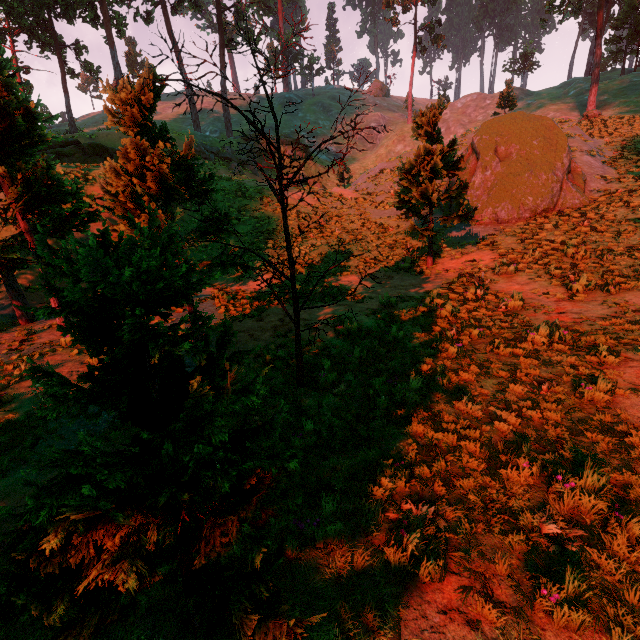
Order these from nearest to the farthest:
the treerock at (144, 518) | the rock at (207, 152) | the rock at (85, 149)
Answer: the treerock at (144, 518), the rock at (85, 149), the rock at (207, 152)

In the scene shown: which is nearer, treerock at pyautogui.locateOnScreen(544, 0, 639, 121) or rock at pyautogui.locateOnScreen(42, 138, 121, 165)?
rock at pyautogui.locateOnScreen(42, 138, 121, 165)

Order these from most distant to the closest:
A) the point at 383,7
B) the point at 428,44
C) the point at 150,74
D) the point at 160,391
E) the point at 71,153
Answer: the point at 428,44, the point at 383,7, the point at 71,153, the point at 150,74, the point at 160,391

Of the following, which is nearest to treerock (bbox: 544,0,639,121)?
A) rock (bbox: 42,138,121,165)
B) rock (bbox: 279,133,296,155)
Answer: rock (bbox: 42,138,121,165)

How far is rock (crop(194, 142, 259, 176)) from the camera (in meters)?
30.79

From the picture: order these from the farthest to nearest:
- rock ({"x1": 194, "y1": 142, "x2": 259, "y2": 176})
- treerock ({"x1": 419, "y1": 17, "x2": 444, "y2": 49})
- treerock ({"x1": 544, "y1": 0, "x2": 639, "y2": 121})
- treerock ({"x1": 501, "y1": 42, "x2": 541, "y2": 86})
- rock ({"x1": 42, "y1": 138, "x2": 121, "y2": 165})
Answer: treerock ({"x1": 501, "y1": 42, "x2": 541, "y2": 86}) → treerock ({"x1": 419, "y1": 17, "x2": 444, "y2": 49}) → rock ({"x1": 194, "y1": 142, "x2": 259, "y2": 176}) → treerock ({"x1": 544, "y1": 0, "x2": 639, "y2": 121}) → rock ({"x1": 42, "y1": 138, "x2": 121, "y2": 165})

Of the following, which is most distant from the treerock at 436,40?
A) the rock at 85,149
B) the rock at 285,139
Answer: the rock at 285,139

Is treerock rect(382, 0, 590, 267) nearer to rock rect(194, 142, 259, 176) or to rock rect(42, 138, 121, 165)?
rock rect(42, 138, 121, 165)
